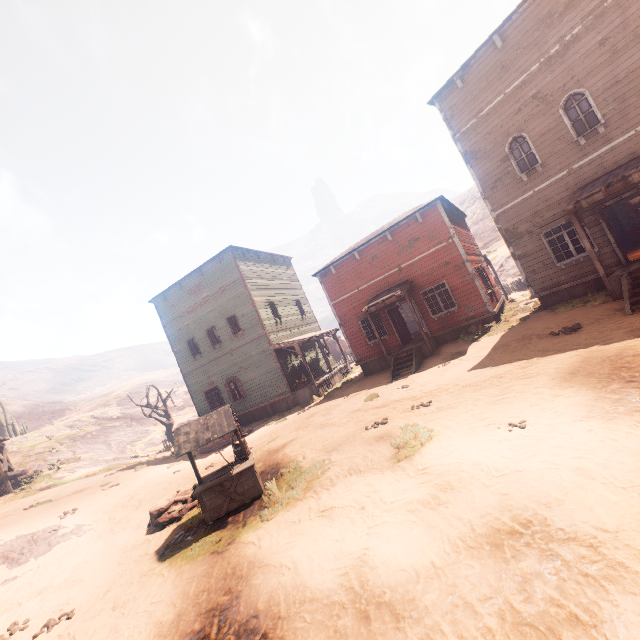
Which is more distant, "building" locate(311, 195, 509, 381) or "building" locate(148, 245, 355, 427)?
"building" locate(148, 245, 355, 427)

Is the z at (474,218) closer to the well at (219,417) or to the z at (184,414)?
the well at (219,417)

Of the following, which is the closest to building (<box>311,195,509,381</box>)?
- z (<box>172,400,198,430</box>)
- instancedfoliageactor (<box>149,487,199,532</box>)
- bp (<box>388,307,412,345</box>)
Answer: bp (<box>388,307,412,345</box>)

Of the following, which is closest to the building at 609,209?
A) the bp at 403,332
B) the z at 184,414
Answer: the bp at 403,332

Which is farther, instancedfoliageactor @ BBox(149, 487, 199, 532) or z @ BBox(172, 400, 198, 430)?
z @ BBox(172, 400, 198, 430)

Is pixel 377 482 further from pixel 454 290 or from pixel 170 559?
pixel 454 290

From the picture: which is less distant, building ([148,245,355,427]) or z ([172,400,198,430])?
building ([148,245,355,427])

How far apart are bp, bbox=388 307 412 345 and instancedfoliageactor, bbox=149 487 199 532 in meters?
11.8 m
